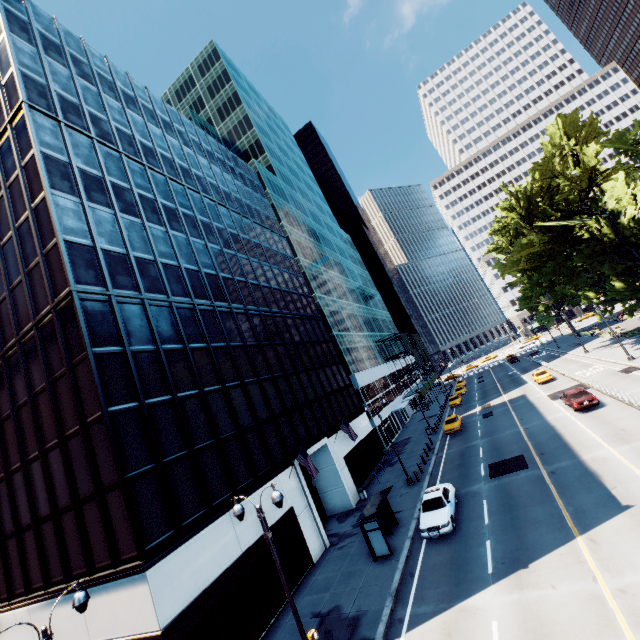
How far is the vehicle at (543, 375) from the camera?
40.6m

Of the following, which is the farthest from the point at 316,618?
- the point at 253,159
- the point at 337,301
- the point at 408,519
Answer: the point at 253,159

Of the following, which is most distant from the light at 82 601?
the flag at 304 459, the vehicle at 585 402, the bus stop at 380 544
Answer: the vehicle at 585 402

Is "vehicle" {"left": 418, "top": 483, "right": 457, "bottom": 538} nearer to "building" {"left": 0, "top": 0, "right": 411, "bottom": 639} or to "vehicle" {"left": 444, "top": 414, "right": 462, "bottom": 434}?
"building" {"left": 0, "top": 0, "right": 411, "bottom": 639}

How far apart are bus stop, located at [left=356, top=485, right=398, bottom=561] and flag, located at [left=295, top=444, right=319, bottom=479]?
3.6 meters

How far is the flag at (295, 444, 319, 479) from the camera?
22.0m

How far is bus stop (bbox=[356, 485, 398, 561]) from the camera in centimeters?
1808cm

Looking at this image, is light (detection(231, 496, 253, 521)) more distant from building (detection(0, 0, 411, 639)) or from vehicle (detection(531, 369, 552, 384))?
vehicle (detection(531, 369, 552, 384))
